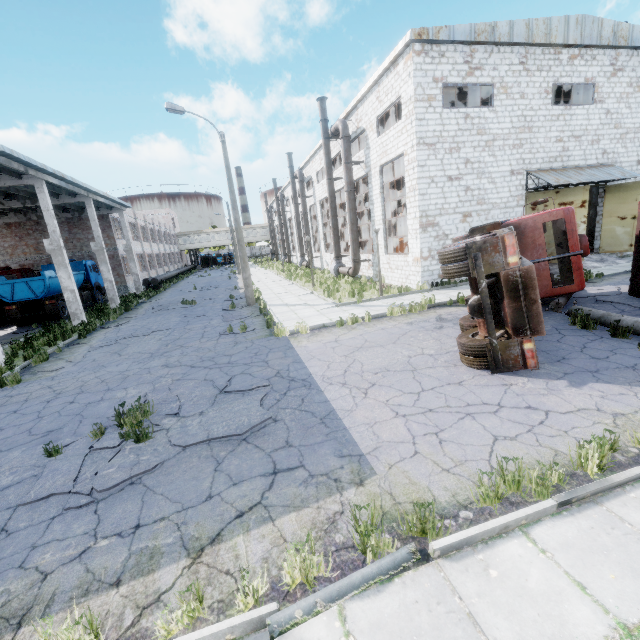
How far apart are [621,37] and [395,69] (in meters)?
12.04

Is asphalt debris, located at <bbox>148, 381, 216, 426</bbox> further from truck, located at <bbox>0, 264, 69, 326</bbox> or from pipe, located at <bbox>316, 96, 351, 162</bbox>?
pipe, located at <bbox>316, 96, 351, 162</bbox>

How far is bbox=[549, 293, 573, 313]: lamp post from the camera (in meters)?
10.30

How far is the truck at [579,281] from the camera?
6.1m

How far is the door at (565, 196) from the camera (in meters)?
16.58

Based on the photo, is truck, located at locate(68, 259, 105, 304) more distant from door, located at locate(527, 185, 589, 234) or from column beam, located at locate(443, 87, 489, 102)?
door, located at locate(527, 185, 589, 234)

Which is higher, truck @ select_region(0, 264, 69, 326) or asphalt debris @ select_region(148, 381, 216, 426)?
truck @ select_region(0, 264, 69, 326)

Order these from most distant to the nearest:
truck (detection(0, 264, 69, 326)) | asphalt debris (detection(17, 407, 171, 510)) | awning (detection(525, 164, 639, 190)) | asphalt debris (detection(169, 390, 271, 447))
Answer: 1. truck (detection(0, 264, 69, 326))
2. awning (detection(525, 164, 639, 190))
3. asphalt debris (detection(169, 390, 271, 447))
4. asphalt debris (detection(17, 407, 171, 510))
